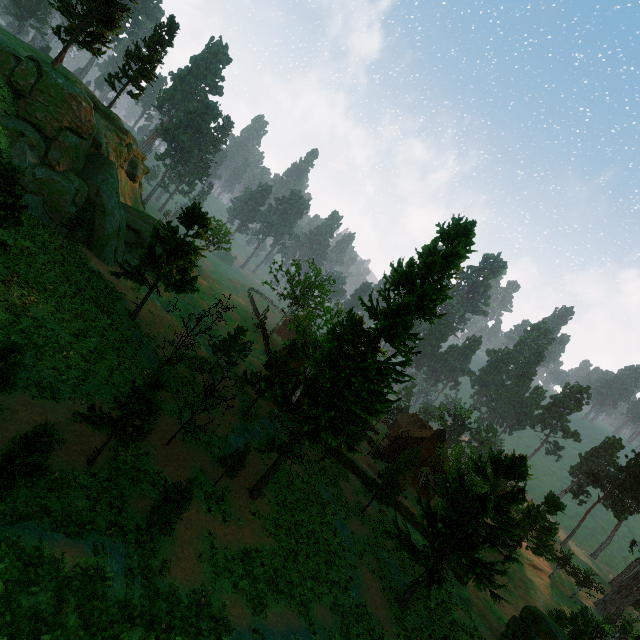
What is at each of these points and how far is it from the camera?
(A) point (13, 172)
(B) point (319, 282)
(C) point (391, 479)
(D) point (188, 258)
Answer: (A) treerock, 16.3 meters
(B) treerock, 54.6 meters
(C) treerock, 29.6 meters
(D) treerock, 25.5 meters

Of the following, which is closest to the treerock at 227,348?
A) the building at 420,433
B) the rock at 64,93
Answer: the building at 420,433

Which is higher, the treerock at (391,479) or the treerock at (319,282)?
the treerock at (319,282)

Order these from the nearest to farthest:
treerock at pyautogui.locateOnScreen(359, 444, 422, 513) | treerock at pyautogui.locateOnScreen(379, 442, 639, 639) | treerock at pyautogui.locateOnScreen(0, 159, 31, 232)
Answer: treerock at pyautogui.locateOnScreen(0, 159, 31, 232) → treerock at pyautogui.locateOnScreen(379, 442, 639, 639) → treerock at pyautogui.locateOnScreen(359, 444, 422, 513)

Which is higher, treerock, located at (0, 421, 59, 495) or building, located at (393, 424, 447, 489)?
building, located at (393, 424, 447, 489)

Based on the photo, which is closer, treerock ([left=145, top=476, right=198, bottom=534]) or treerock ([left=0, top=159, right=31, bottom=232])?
treerock ([left=145, top=476, right=198, bottom=534])

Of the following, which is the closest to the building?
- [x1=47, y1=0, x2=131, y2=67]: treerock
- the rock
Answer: [x1=47, y1=0, x2=131, y2=67]: treerock
